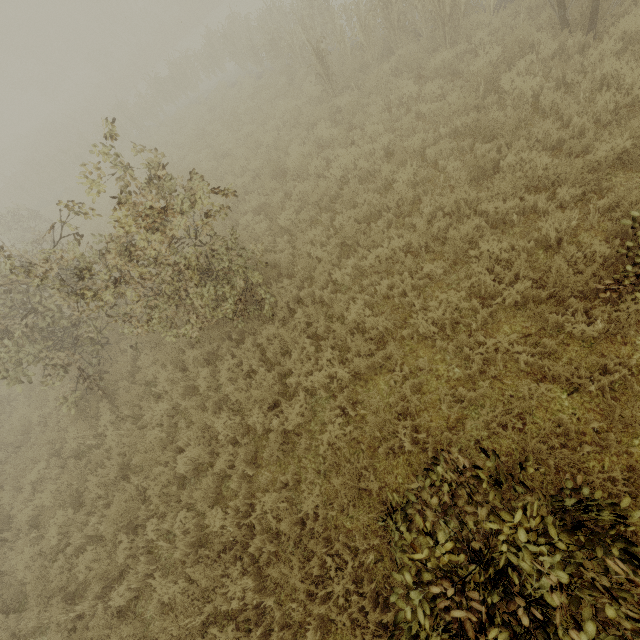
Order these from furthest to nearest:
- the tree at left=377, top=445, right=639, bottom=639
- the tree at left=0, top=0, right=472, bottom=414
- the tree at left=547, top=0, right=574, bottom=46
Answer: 1. the tree at left=547, top=0, right=574, bottom=46
2. the tree at left=0, top=0, right=472, bottom=414
3. the tree at left=377, top=445, right=639, bottom=639

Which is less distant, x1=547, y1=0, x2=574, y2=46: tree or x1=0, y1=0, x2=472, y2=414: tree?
x1=0, y1=0, x2=472, y2=414: tree

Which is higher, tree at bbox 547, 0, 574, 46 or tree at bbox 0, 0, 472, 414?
tree at bbox 0, 0, 472, 414

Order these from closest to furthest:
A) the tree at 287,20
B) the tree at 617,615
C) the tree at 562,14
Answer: the tree at 617,615
the tree at 287,20
the tree at 562,14

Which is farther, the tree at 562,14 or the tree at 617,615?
the tree at 562,14

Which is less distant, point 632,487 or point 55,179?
point 632,487
